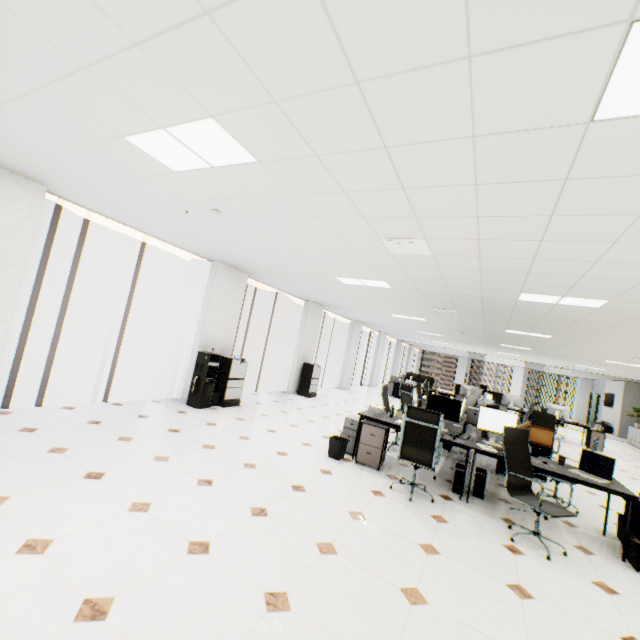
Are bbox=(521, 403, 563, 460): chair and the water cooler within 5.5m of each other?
no

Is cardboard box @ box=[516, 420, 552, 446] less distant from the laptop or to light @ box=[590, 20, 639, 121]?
the laptop

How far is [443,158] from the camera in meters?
2.0 m

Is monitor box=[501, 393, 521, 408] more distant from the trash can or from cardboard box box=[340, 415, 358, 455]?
the trash can

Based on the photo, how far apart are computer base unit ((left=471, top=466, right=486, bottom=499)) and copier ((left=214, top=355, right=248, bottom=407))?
4.8m

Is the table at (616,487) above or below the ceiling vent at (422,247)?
below

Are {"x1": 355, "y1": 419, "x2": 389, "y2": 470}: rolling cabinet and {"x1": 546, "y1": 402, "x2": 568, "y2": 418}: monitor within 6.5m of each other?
no

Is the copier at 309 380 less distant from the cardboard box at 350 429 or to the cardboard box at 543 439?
the cardboard box at 350 429
